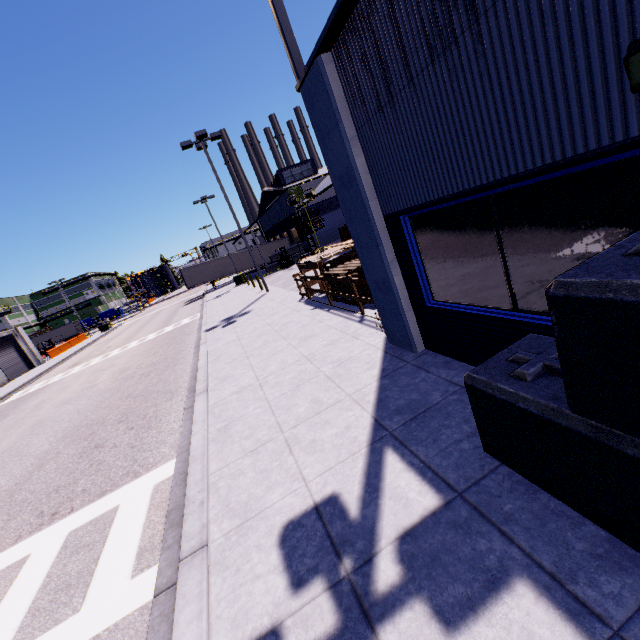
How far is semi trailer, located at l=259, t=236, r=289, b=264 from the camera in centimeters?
4519cm

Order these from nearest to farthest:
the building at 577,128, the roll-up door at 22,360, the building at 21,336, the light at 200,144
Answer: the building at 577,128 < the light at 200,144 < the roll-up door at 22,360 < the building at 21,336

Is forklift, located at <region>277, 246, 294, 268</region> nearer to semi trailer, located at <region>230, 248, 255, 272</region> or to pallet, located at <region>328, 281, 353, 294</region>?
semi trailer, located at <region>230, 248, 255, 272</region>

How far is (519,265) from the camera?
3.54m

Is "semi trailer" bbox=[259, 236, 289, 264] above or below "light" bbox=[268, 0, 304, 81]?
below

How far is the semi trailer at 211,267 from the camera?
42.44m

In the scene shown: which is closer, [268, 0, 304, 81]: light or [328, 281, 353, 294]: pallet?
[268, 0, 304, 81]: light

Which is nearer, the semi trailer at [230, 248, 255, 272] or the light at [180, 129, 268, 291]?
the light at [180, 129, 268, 291]
